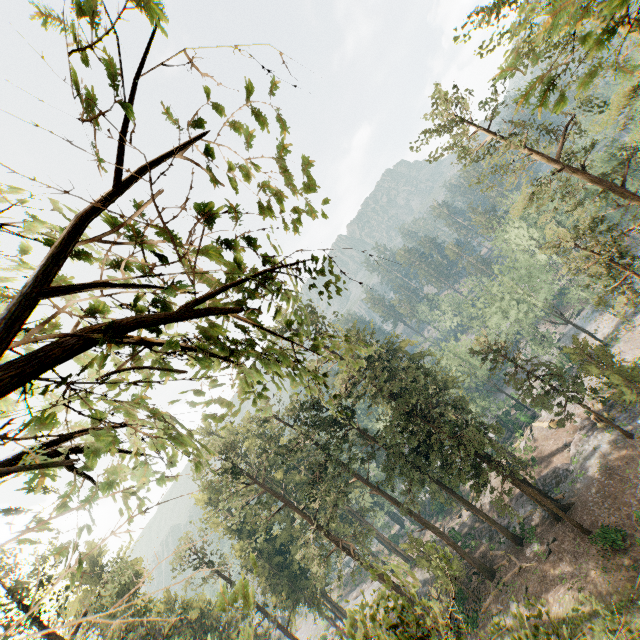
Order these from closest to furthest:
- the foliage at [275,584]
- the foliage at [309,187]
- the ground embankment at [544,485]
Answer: the foliage at [275,584] → the foliage at [309,187] → the ground embankment at [544,485]

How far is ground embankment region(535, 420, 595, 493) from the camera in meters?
35.0 m

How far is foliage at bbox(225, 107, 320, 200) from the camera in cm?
254

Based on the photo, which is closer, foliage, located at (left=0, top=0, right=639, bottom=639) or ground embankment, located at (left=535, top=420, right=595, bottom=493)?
foliage, located at (left=0, top=0, right=639, bottom=639)

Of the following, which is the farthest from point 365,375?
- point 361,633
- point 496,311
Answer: → point 496,311

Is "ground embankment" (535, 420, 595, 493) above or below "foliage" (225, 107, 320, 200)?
below

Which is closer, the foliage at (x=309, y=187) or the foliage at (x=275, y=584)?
the foliage at (x=275, y=584)
